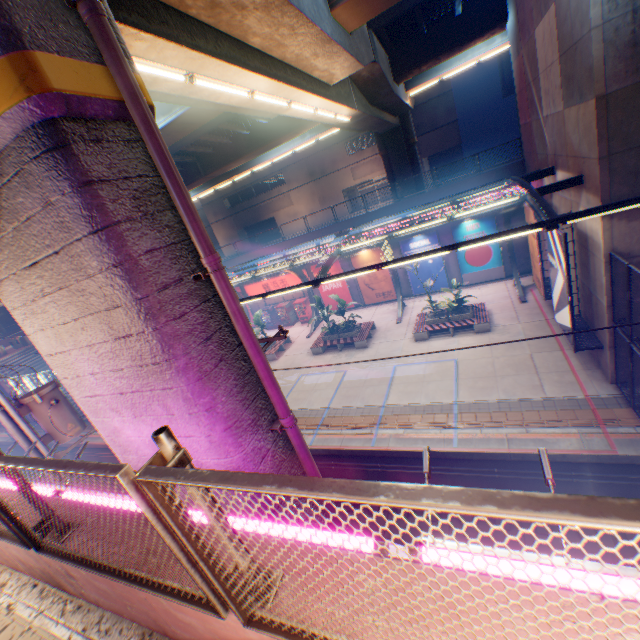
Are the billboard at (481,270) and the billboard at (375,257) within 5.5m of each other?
yes

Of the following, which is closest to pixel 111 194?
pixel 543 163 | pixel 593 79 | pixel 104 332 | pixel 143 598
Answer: pixel 104 332

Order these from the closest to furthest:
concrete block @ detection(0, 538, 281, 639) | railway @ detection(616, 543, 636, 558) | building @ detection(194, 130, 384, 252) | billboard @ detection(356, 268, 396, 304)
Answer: concrete block @ detection(0, 538, 281, 639), railway @ detection(616, 543, 636, 558), billboard @ detection(356, 268, 396, 304), building @ detection(194, 130, 384, 252)

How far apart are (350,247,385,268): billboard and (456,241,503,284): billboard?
4.8m

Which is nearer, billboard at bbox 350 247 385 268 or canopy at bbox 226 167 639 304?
canopy at bbox 226 167 639 304

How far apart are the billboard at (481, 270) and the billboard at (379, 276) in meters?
4.8 m

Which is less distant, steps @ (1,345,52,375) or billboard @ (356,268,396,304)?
billboard @ (356,268,396,304)

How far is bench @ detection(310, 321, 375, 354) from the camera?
20.1 meters
